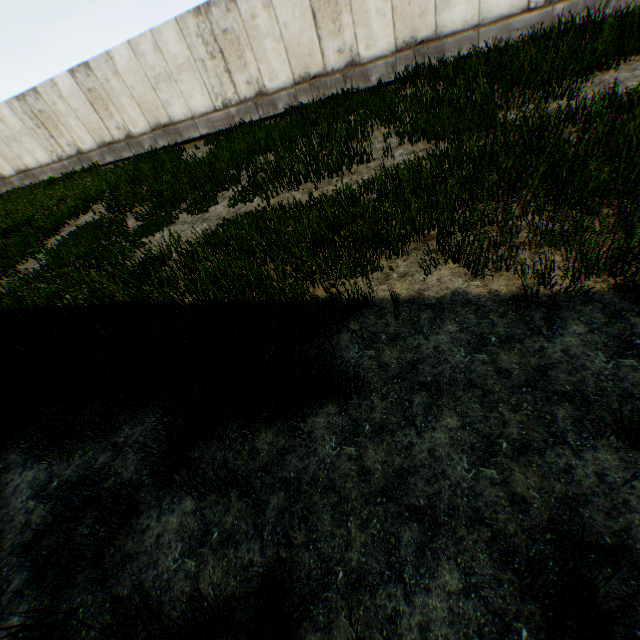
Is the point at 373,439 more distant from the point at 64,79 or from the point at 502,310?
the point at 64,79
